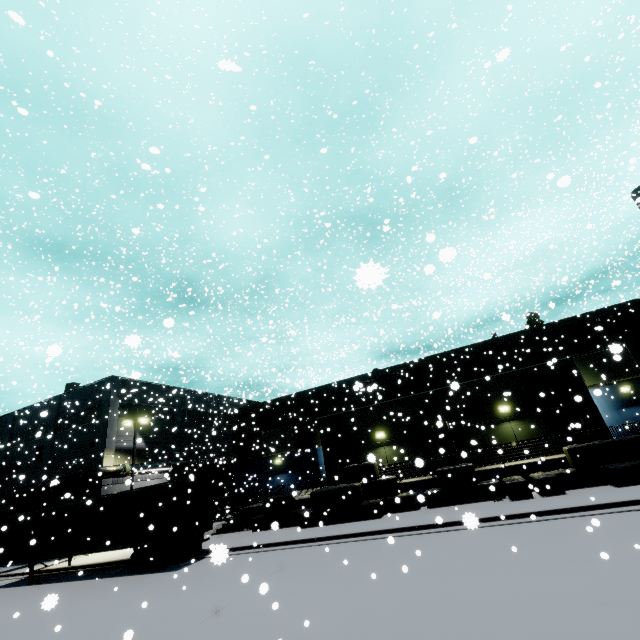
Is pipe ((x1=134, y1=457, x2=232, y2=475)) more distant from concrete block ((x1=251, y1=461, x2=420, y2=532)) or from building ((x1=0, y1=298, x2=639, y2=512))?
concrete block ((x1=251, y1=461, x2=420, y2=532))

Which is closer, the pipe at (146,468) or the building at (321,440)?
the building at (321,440)

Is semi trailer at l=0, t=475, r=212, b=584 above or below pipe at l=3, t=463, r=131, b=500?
below

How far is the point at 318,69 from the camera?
27.16m

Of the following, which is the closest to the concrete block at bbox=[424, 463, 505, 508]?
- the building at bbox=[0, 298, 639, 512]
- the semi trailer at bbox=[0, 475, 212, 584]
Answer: the building at bbox=[0, 298, 639, 512]

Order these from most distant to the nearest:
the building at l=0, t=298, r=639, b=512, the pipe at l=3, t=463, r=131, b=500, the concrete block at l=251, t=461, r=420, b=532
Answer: the pipe at l=3, t=463, r=131, b=500 < the building at l=0, t=298, r=639, b=512 < the concrete block at l=251, t=461, r=420, b=532

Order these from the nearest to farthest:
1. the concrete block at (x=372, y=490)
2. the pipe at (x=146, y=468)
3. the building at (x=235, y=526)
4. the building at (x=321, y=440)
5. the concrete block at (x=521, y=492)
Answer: the concrete block at (x=521, y=492), the concrete block at (x=372, y=490), the building at (x=321, y=440), the building at (x=235, y=526), the pipe at (x=146, y=468)
